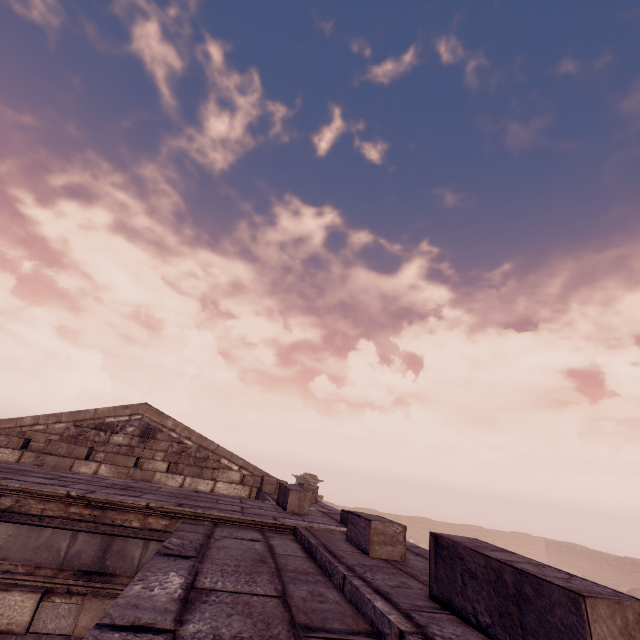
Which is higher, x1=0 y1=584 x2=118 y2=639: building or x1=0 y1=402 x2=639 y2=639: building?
x1=0 y1=402 x2=639 y2=639: building

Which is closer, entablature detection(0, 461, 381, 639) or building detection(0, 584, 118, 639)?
entablature detection(0, 461, 381, 639)

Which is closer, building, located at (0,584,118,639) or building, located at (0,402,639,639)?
building, located at (0,402,639,639)

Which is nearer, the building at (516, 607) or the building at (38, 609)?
the building at (516, 607)

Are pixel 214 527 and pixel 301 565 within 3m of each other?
yes

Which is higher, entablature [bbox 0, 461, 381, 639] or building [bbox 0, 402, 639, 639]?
building [bbox 0, 402, 639, 639]

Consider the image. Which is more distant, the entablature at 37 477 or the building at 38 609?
the building at 38 609
